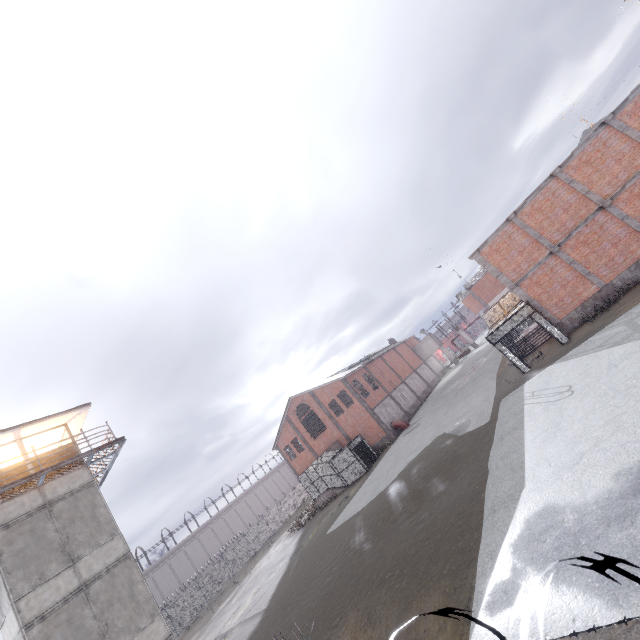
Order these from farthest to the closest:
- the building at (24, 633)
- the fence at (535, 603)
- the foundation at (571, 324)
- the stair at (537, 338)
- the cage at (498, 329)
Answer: the stair at (537, 338) → the cage at (498, 329) → the foundation at (571, 324) → the building at (24, 633) → the fence at (535, 603)

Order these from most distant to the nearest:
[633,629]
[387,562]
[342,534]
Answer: [342,534], [387,562], [633,629]

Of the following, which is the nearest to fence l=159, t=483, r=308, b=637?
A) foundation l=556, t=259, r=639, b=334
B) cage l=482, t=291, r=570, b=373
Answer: cage l=482, t=291, r=570, b=373

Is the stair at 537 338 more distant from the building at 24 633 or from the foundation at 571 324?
the building at 24 633

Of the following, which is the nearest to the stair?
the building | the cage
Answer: the cage

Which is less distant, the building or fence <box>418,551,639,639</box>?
fence <box>418,551,639,639</box>

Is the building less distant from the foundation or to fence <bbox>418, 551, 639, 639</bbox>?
fence <bbox>418, 551, 639, 639</bbox>

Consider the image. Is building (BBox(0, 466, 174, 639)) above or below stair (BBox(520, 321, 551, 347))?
above
